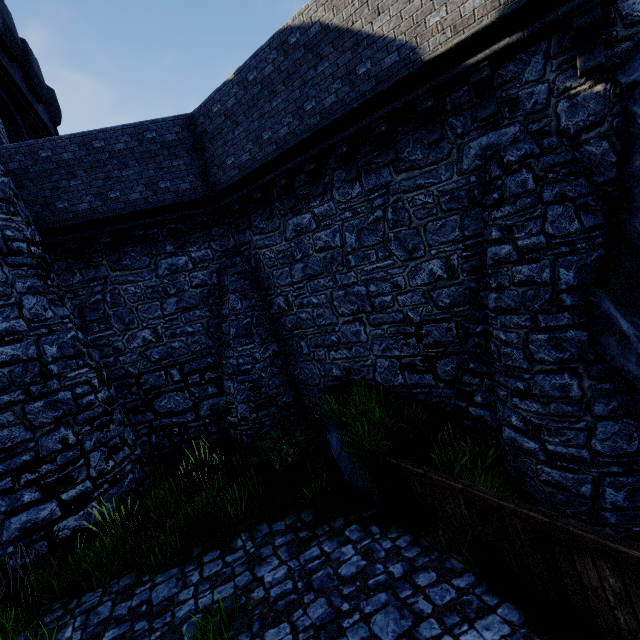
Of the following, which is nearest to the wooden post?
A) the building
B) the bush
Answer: the bush

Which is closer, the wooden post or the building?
the wooden post

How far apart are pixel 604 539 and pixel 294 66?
9.9m

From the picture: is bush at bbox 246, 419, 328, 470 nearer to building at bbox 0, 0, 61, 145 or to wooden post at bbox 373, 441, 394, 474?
wooden post at bbox 373, 441, 394, 474

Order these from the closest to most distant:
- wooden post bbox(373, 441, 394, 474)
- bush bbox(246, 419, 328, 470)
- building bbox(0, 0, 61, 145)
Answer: wooden post bbox(373, 441, 394, 474) < bush bbox(246, 419, 328, 470) < building bbox(0, 0, 61, 145)

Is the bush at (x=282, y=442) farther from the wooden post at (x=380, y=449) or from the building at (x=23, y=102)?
the building at (x=23, y=102)

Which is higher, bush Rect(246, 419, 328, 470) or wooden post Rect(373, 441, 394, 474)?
wooden post Rect(373, 441, 394, 474)
